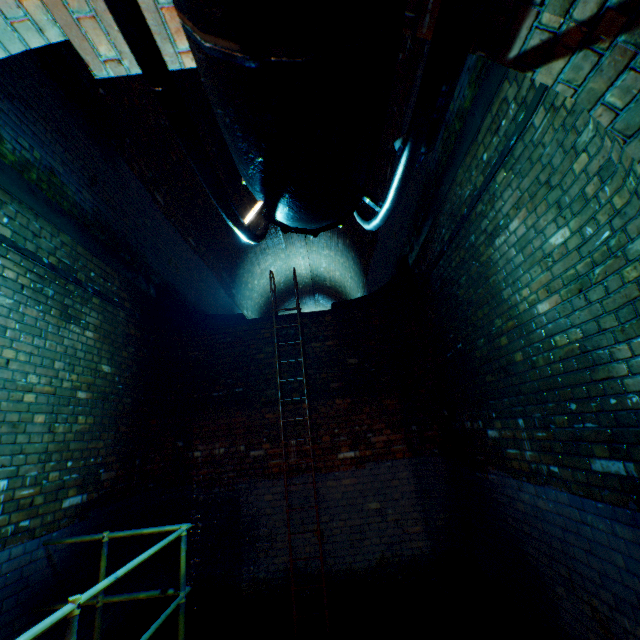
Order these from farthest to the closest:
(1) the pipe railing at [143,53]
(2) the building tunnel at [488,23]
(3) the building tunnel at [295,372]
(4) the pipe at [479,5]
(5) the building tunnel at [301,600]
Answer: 1. (3) the building tunnel at [295,372]
2. (5) the building tunnel at [301,600]
3. (2) the building tunnel at [488,23]
4. (4) the pipe at [479,5]
5. (1) the pipe railing at [143,53]

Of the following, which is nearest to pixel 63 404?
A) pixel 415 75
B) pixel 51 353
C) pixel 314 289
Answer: pixel 51 353

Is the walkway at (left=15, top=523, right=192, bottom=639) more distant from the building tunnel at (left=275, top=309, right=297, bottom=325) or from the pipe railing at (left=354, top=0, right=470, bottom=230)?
the pipe railing at (left=354, top=0, right=470, bottom=230)

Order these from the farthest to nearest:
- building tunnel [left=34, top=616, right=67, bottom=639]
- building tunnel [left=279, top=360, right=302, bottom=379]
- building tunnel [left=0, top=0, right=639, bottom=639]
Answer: building tunnel [left=279, top=360, right=302, bottom=379] < building tunnel [left=34, top=616, right=67, bottom=639] < building tunnel [left=0, top=0, right=639, bottom=639]

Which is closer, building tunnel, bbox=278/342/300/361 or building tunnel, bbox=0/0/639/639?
building tunnel, bbox=0/0/639/639

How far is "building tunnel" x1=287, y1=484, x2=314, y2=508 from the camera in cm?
494

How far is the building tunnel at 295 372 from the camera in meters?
5.6 m
